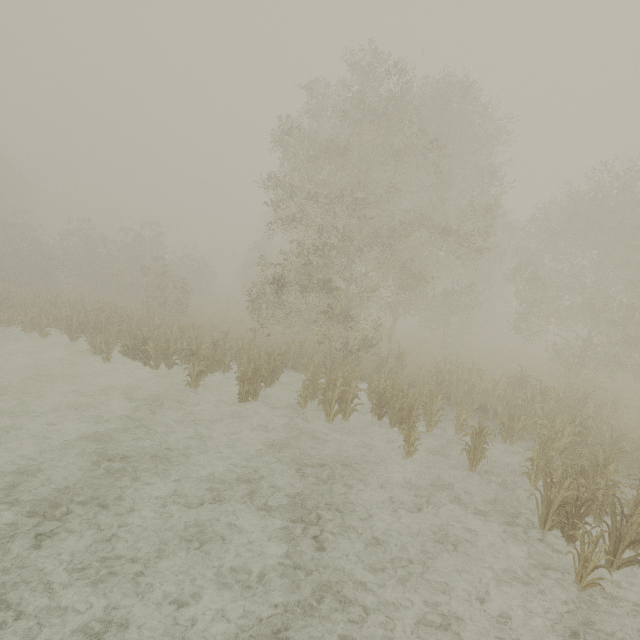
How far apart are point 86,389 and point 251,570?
10.4m
